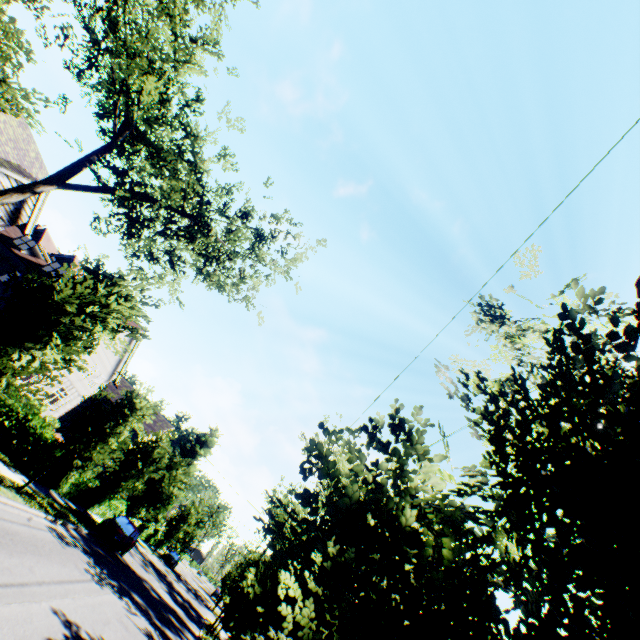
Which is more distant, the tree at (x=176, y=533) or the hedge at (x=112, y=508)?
the tree at (x=176, y=533)

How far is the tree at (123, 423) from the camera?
14.5 meters

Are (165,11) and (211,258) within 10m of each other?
yes

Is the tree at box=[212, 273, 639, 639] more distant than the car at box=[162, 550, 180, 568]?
No

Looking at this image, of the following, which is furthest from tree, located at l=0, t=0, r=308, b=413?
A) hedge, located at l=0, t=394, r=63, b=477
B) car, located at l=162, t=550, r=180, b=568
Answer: car, located at l=162, t=550, r=180, b=568

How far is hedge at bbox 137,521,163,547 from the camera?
38.96m

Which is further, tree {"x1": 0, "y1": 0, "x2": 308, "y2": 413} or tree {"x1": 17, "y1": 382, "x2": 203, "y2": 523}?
tree {"x1": 17, "y1": 382, "x2": 203, "y2": 523}
